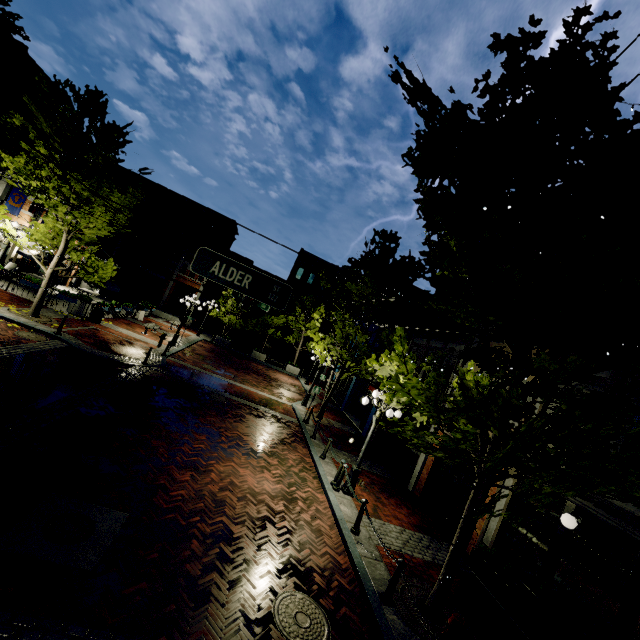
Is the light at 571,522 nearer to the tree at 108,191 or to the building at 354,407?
the building at 354,407

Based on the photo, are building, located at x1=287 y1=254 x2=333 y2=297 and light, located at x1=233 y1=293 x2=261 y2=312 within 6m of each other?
no

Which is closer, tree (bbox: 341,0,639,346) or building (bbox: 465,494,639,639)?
tree (bbox: 341,0,639,346)

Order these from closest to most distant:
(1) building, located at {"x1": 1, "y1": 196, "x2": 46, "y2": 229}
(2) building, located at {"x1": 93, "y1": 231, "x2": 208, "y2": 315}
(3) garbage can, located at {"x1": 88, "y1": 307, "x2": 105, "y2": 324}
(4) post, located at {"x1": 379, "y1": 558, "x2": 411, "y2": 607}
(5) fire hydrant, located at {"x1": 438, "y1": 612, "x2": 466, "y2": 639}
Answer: (5) fire hydrant, located at {"x1": 438, "y1": 612, "x2": 466, "y2": 639} → (4) post, located at {"x1": 379, "y1": 558, "x2": 411, "y2": 607} → (3) garbage can, located at {"x1": 88, "y1": 307, "x2": 105, "y2": 324} → (1) building, located at {"x1": 1, "y1": 196, "x2": 46, "y2": 229} → (2) building, located at {"x1": 93, "y1": 231, "x2": 208, "y2": 315}

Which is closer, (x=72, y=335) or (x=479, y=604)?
(x=479, y=604)

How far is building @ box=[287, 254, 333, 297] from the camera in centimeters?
4022cm

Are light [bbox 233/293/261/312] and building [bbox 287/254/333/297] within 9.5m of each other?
no

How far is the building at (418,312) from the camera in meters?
19.0 m
